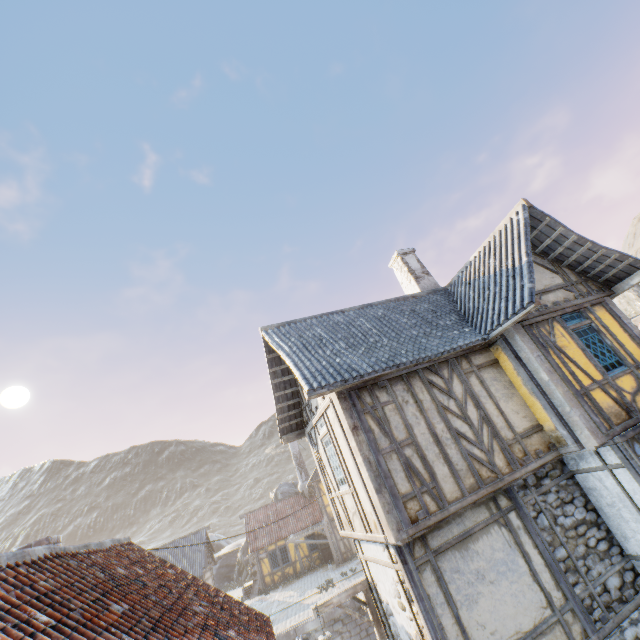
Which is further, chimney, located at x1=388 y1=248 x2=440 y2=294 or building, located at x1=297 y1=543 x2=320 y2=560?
building, located at x1=297 y1=543 x2=320 y2=560

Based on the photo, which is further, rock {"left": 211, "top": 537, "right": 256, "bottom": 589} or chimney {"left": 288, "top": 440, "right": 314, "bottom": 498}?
rock {"left": 211, "top": 537, "right": 256, "bottom": 589}

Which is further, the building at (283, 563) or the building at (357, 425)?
the building at (283, 563)

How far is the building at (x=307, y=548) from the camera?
26.8m

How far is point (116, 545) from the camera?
7.5m

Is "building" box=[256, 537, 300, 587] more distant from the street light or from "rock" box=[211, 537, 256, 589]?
the street light

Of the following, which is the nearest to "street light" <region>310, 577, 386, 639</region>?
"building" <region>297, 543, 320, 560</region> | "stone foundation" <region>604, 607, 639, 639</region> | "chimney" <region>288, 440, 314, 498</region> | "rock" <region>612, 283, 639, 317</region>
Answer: "stone foundation" <region>604, 607, 639, 639</region>

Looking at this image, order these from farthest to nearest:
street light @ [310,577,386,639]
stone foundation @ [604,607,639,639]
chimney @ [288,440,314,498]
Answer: chimney @ [288,440,314,498] → street light @ [310,577,386,639] → stone foundation @ [604,607,639,639]
